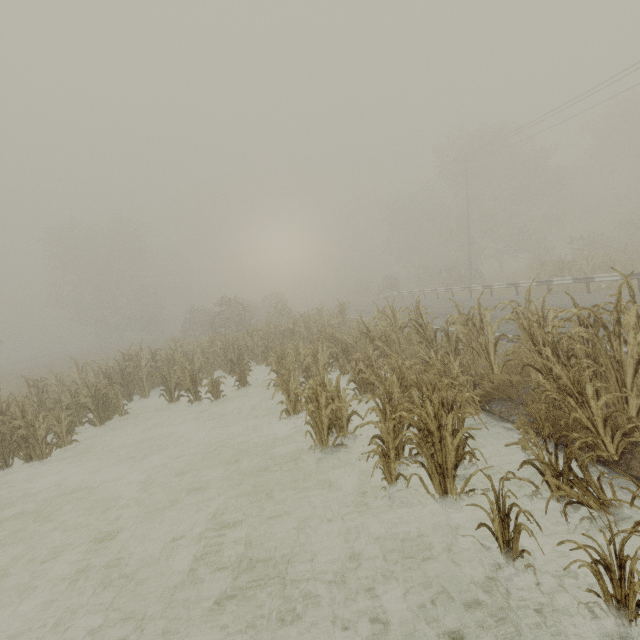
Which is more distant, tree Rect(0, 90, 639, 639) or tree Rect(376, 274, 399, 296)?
tree Rect(376, 274, 399, 296)

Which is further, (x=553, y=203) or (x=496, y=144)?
(x=553, y=203)

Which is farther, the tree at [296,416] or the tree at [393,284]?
the tree at [393,284]

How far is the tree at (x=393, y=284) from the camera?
37.3 meters

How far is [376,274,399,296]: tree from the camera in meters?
37.3
